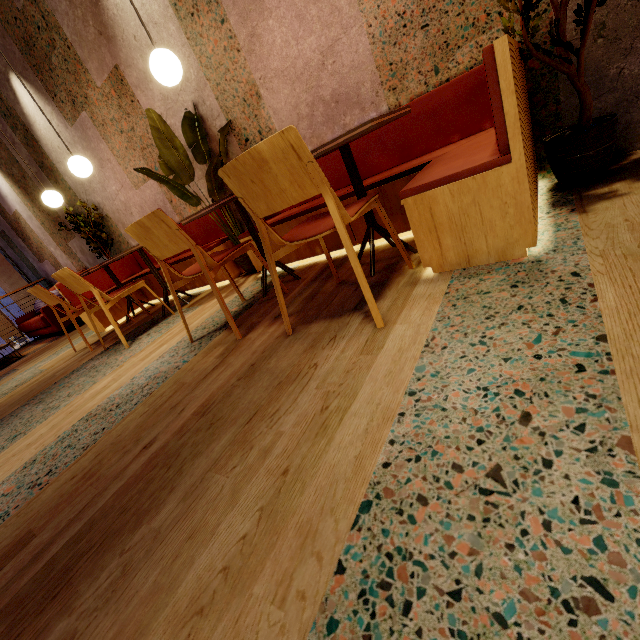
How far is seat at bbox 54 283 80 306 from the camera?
4.3 meters

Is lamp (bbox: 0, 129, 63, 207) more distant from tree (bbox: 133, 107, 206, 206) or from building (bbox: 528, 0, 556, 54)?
tree (bbox: 133, 107, 206, 206)

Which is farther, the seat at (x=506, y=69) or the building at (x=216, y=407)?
the seat at (x=506, y=69)

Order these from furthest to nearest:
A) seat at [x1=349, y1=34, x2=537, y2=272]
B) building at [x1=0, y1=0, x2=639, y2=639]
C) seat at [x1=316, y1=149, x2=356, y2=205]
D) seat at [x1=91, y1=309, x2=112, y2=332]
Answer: seat at [x1=91, y1=309, x2=112, y2=332], seat at [x1=316, y1=149, x2=356, y2=205], seat at [x1=349, y1=34, x2=537, y2=272], building at [x1=0, y1=0, x2=639, y2=639]

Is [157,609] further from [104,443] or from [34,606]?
[104,443]

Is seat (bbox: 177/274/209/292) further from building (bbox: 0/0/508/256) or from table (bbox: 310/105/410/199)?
table (bbox: 310/105/410/199)

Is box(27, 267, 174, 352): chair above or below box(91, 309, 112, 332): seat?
above

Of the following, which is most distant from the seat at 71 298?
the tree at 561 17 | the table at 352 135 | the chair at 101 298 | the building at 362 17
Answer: the tree at 561 17
